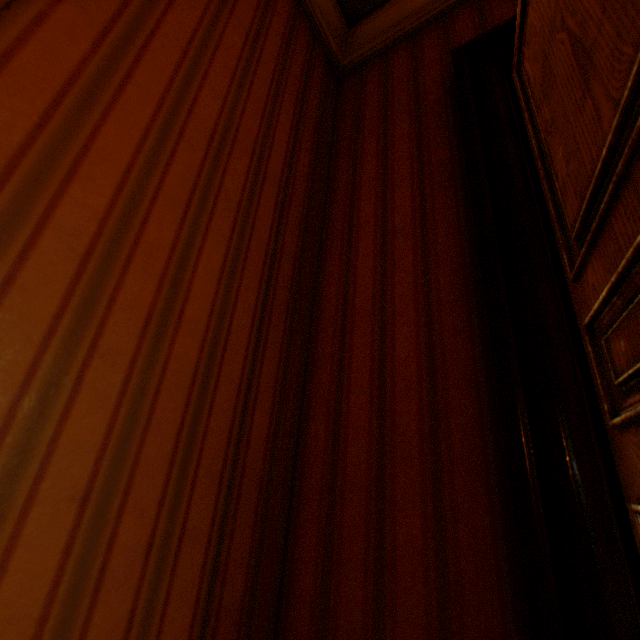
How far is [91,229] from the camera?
0.7 meters
